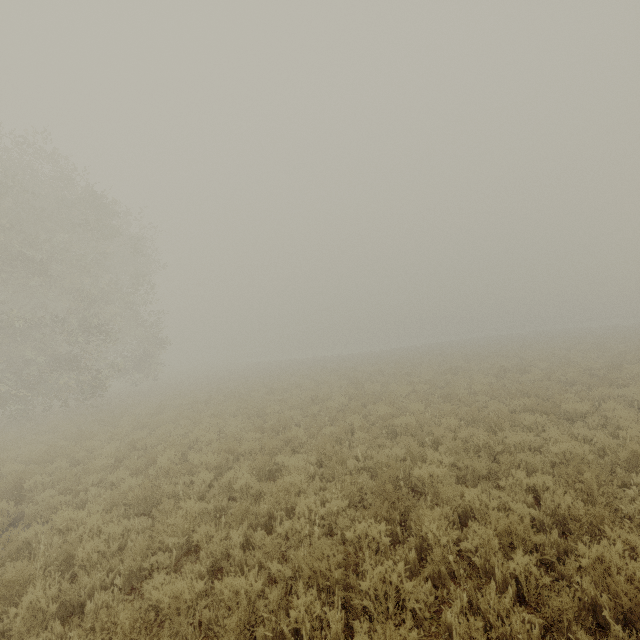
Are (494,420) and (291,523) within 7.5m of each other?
yes
